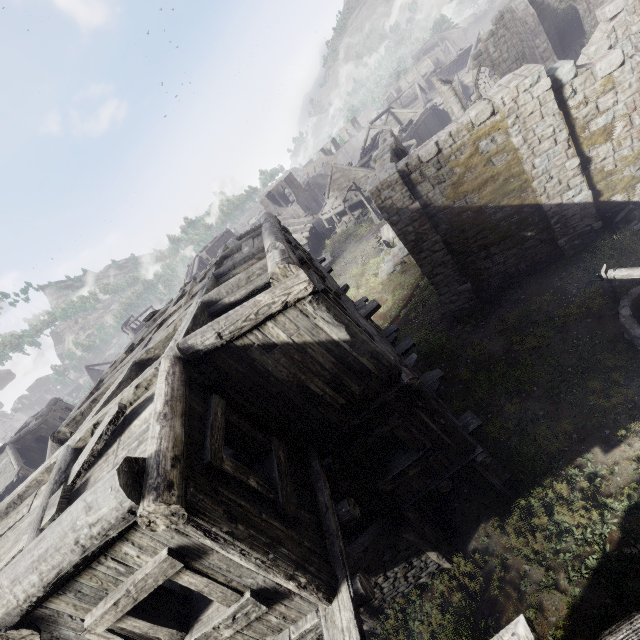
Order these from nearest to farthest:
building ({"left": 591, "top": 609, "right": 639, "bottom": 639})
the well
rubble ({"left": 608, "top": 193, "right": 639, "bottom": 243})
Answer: building ({"left": 591, "top": 609, "right": 639, "bottom": 639}) → the well → rubble ({"left": 608, "top": 193, "right": 639, "bottom": 243})

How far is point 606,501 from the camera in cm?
655

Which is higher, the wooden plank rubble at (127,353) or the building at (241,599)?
the wooden plank rubble at (127,353)

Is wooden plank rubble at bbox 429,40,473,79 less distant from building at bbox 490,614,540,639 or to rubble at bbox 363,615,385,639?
building at bbox 490,614,540,639

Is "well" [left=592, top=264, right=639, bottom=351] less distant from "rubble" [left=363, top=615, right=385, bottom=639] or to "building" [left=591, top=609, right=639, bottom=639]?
"building" [left=591, top=609, right=639, bottom=639]

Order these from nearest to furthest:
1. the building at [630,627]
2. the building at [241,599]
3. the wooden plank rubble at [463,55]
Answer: the building at [630,627] < the building at [241,599] < the wooden plank rubble at [463,55]

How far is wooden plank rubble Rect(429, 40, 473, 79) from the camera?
44.7m

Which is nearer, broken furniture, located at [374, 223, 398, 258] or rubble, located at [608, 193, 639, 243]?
rubble, located at [608, 193, 639, 243]
